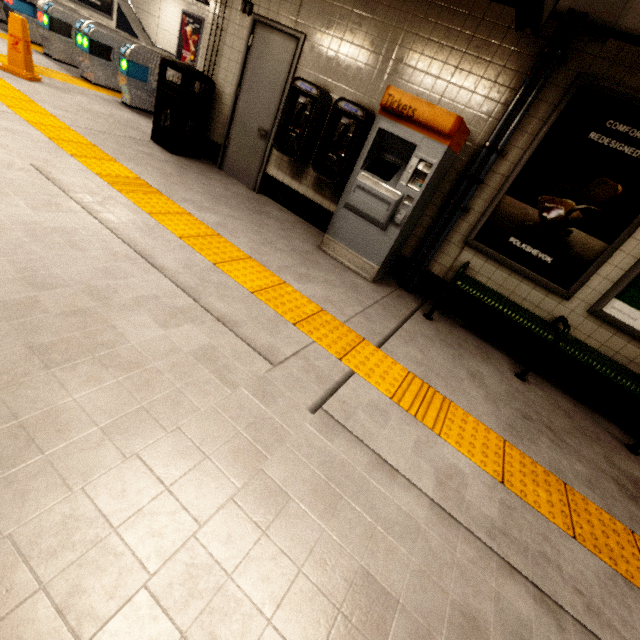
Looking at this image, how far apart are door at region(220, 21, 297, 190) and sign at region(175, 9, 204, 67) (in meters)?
10.85

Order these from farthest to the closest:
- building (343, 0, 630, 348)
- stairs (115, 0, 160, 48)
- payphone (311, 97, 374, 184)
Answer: stairs (115, 0, 160, 48) < payphone (311, 97, 374, 184) < building (343, 0, 630, 348)

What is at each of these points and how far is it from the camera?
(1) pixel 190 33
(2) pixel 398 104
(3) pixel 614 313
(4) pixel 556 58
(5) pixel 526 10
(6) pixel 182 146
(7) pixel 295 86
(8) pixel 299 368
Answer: (1) sign, 12.4 meters
(2) ticket machine, 3.2 meters
(3) sign, 3.4 meters
(4) electrical conduit, 3.0 meters
(5) sign, 2.3 meters
(6) trash can, 5.1 meters
(7) payphone, 4.1 meters
(8) building, 2.1 meters

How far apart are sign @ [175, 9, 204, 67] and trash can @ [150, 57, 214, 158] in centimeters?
1018cm

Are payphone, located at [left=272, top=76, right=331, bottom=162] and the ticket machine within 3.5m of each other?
yes

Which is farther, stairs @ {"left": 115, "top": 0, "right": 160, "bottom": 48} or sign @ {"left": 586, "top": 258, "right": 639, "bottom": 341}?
stairs @ {"left": 115, "top": 0, "right": 160, "bottom": 48}

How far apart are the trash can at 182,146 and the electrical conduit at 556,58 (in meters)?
3.97

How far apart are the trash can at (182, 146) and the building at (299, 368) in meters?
4.4 m
